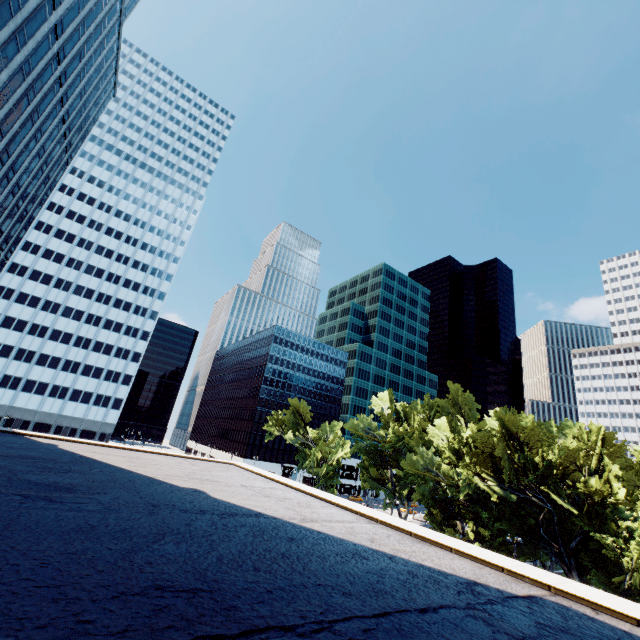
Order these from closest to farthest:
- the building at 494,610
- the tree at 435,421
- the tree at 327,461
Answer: the building at 494,610, the tree at 435,421, the tree at 327,461

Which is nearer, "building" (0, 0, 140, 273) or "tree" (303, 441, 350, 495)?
"building" (0, 0, 140, 273)

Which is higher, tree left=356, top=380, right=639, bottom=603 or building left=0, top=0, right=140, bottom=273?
building left=0, top=0, right=140, bottom=273

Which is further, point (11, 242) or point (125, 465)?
point (11, 242)

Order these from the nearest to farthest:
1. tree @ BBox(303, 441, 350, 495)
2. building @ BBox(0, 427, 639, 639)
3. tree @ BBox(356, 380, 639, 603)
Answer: building @ BBox(0, 427, 639, 639) → tree @ BBox(356, 380, 639, 603) → tree @ BBox(303, 441, 350, 495)

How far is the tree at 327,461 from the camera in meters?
53.6 m

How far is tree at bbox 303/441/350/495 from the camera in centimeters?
5356cm
